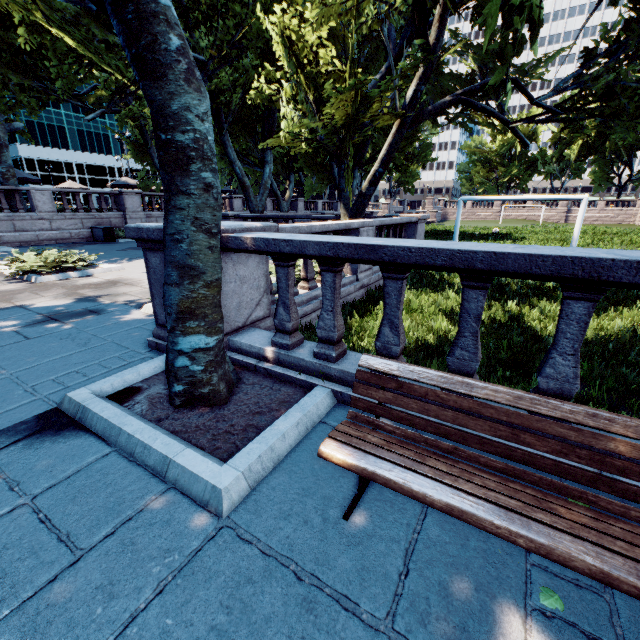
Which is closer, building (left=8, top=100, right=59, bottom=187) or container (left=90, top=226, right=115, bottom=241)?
container (left=90, top=226, right=115, bottom=241)

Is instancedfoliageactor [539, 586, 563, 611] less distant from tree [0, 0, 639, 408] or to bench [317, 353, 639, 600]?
bench [317, 353, 639, 600]

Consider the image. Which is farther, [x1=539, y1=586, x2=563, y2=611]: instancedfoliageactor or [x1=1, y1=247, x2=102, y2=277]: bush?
[x1=1, y1=247, x2=102, y2=277]: bush

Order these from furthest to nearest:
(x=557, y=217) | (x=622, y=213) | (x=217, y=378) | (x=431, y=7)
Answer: (x=557, y=217) → (x=622, y=213) → (x=431, y=7) → (x=217, y=378)

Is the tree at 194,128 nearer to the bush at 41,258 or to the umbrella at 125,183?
the umbrella at 125,183

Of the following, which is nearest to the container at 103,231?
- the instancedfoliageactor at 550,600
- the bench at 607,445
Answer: the bench at 607,445

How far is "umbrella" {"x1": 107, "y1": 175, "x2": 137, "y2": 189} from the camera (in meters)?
25.98

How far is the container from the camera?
19.59m
